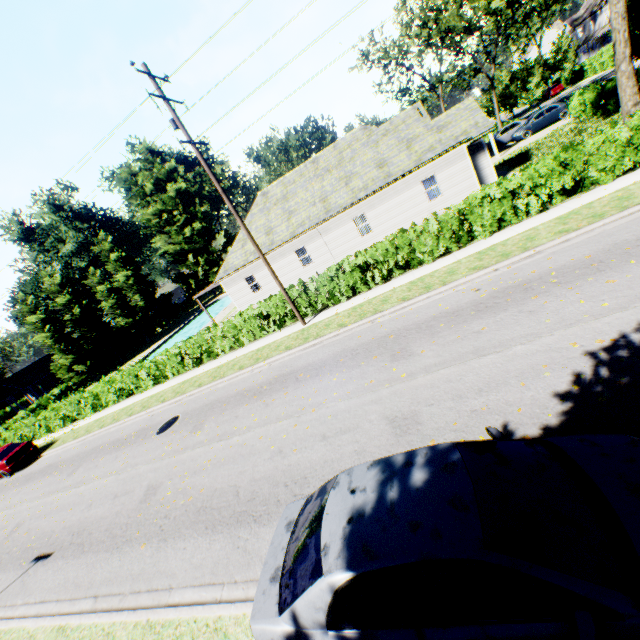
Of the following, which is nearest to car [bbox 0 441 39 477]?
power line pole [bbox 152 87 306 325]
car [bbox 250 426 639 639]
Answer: power line pole [bbox 152 87 306 325]

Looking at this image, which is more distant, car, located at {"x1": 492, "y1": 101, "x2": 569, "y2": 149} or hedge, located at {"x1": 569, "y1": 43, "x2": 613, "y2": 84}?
hedge, located at {"x1": 569, "y1": 43, "x2": 613, "y2": 84}

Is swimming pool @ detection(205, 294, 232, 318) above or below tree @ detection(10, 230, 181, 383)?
below

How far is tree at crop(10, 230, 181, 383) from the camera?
36.4m

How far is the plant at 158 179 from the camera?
48.2m

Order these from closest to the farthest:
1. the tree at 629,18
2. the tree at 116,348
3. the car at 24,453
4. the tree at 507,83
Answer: the tree at 629,18, the car at 24,453, the tree at 507,83, the tree at 116,348

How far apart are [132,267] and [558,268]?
53.03m

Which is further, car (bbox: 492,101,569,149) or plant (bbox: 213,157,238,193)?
plant (bbox: 213,157,238,193)
